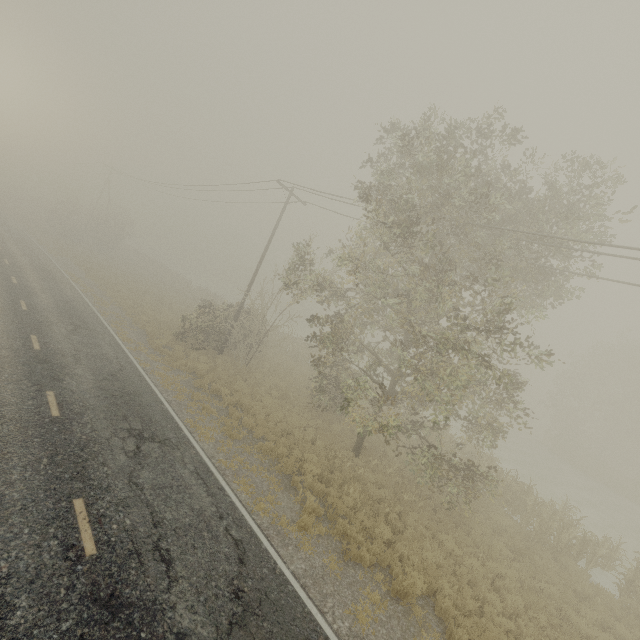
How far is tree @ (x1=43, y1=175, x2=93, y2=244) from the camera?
43.2 meters

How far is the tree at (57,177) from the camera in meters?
43.2

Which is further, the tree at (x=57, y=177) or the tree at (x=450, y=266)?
the tree at (x=57, y=177)

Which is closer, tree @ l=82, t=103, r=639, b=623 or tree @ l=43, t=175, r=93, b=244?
tree @ l=82, t=103, r=639, b=623

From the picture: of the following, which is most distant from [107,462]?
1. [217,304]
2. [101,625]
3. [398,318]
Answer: [217,304]
